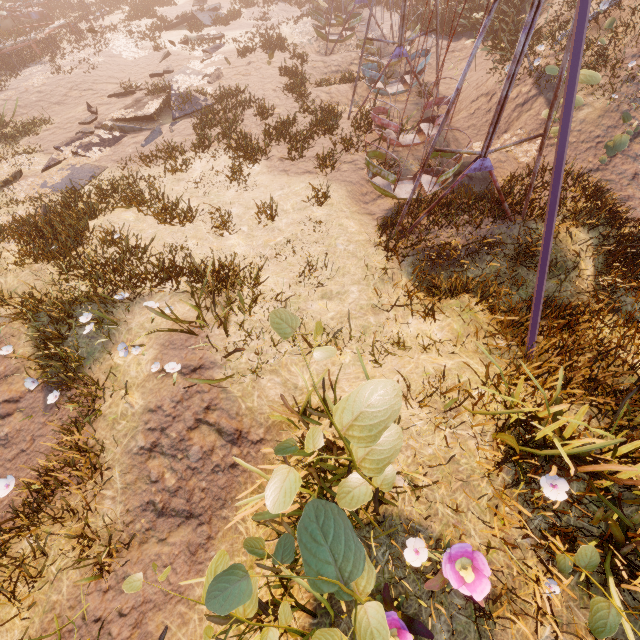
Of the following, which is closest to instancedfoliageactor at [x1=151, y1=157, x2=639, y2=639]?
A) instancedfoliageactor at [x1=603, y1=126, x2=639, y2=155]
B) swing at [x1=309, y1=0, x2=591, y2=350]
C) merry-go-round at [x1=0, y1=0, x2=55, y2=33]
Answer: swing at [x1=309, y1=0, x2=591, y2=350]

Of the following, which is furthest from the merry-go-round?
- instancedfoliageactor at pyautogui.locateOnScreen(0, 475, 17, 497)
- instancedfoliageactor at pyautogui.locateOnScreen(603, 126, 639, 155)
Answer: instancedfoliageactor at pyautogui.locateOnScreen(603, 126, 639, 155)

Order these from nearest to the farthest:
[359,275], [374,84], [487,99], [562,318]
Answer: [562,318] < [359,275] < [374,84] < [487,99]

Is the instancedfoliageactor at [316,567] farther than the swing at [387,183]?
No

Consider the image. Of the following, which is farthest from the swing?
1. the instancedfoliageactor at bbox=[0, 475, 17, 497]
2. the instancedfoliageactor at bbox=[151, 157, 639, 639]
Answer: the instancedfoliageactor at bbox=[0, 475, 17, 497]

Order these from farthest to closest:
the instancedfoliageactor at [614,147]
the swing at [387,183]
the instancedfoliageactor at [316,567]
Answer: the instancedfoliageactor at [614,147] → the swing at [387,183] → the instancedfoliageactor at [316,567]

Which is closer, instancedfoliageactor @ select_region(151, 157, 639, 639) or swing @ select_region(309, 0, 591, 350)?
instancedfoliageactor @ select_region(151, 157, 639, 639)

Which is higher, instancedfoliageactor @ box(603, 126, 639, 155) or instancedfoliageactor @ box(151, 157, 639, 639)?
instancedfoliageactor @ box(151, 157, 639, 639)
